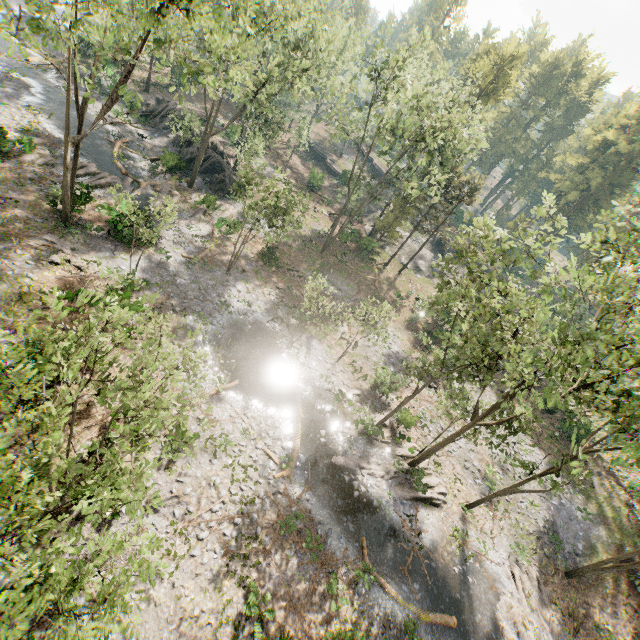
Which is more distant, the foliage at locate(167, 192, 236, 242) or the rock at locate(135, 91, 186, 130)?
the rock at locate(135, 91, 186, 130)

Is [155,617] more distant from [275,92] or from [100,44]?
[275,92]

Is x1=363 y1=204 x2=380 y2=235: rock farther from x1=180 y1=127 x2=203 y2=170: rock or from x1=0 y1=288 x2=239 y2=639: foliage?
x1=180 y1=127 x2=203 y2=170: rock

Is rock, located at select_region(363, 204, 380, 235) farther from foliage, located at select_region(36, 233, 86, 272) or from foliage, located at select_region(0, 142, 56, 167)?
foliage, located at select_region(36, 233, 86, 272)

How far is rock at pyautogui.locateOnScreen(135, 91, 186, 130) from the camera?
36.9 meters

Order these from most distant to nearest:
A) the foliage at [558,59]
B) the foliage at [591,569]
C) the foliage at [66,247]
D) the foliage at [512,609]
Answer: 1. the foliage at [558,59]
2. the foliage at [591,569]
3. the foliage at [66,247]
4. the foliage at [512,609]

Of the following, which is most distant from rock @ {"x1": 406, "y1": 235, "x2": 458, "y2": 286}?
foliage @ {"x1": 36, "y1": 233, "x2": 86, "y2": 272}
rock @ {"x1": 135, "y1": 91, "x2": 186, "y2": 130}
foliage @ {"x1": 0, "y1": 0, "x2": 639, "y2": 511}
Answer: foliage @ {"x1": 36, "y1": 233, "x2": 86, "y2": 272}

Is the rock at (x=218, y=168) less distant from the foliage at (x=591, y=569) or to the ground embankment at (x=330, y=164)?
the foliage at (x=591, y=569)
